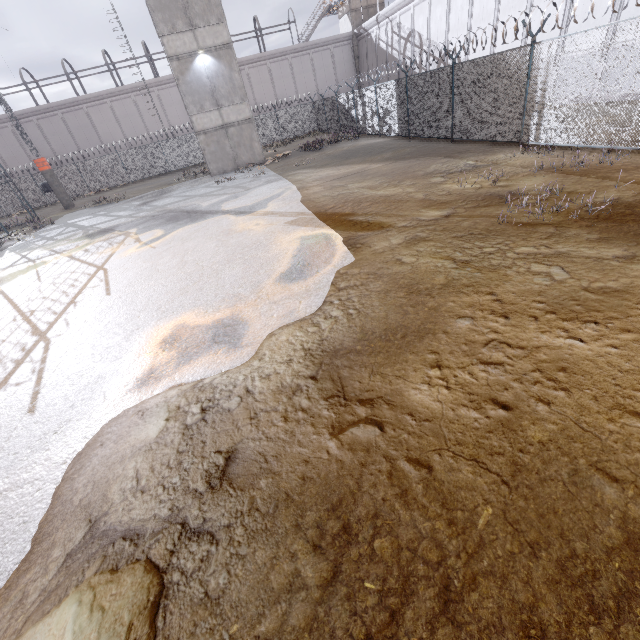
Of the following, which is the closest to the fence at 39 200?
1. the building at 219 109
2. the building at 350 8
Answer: the building at 219 109

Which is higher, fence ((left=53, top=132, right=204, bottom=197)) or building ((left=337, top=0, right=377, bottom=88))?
building ((left=337, top=0, right=377, bottom=88))

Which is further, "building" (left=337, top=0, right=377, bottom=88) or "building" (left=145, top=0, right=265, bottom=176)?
"building" (left=337, top=0, right=377, bottom=88)

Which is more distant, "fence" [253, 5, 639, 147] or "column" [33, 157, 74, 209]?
"column" [33, 157, 74, 209]

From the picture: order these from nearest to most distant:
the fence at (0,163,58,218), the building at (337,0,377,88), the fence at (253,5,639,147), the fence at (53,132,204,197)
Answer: the fence at (253,5,639,147) < the fence at (0,163,58,218) < the fence at (53,132,204,197) < the building at (337,0,377,88)

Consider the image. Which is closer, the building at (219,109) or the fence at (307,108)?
the fence at (307,108)

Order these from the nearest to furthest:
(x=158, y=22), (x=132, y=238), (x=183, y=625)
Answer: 1. (x=183, y=625)
2. (x=132, y=238)
3. (x=158, y=22)
